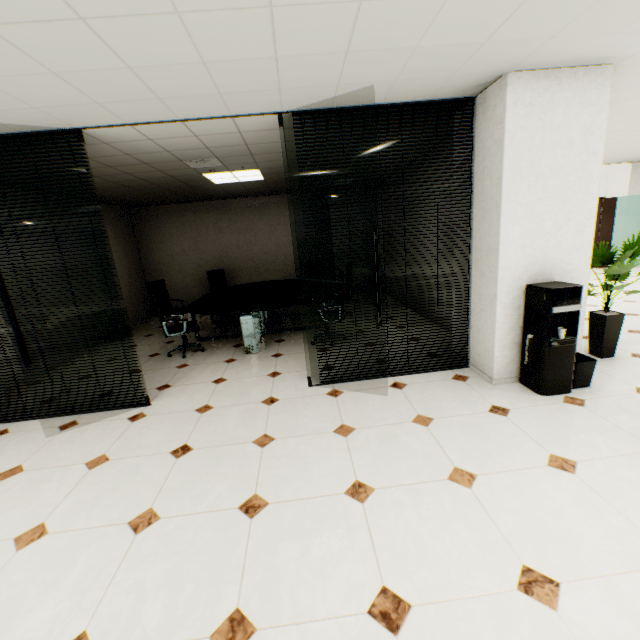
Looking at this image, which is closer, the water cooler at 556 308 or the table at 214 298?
the water cooler at 556 308

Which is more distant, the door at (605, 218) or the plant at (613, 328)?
the door at (605, 218)

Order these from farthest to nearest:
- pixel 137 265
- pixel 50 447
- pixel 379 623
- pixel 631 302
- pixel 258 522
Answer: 1. pixel 137 265
2. pixel 631 302
3. pixel 50 447
4. pixel 258 522
5. pixel 379 623

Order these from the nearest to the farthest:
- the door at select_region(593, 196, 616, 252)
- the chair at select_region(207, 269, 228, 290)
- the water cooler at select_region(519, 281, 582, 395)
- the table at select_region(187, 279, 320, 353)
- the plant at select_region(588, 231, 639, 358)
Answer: the water cooler at select_region(519, 281, 582, 395) → the plant at select_region(588, 231, 639, 358) → the table at select_region(187, 279, 320, 353) → the chair at select_region(207, 269, 228, 290) → the door at select_region(593, 196, 616, 252)

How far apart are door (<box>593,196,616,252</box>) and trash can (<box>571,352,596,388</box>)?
8.0 meters

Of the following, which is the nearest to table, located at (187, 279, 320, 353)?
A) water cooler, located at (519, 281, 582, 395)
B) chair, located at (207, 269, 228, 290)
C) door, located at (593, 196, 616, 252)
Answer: chair, located at (207, 269, 228, 290)

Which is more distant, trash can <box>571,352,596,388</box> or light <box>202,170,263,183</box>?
light <box>202,170,263,183</box>

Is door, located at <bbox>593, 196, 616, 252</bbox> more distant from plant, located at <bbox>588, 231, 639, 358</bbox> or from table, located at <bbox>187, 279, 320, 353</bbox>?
table, located at <bbox>187, 279, 320, 353</bbox>
